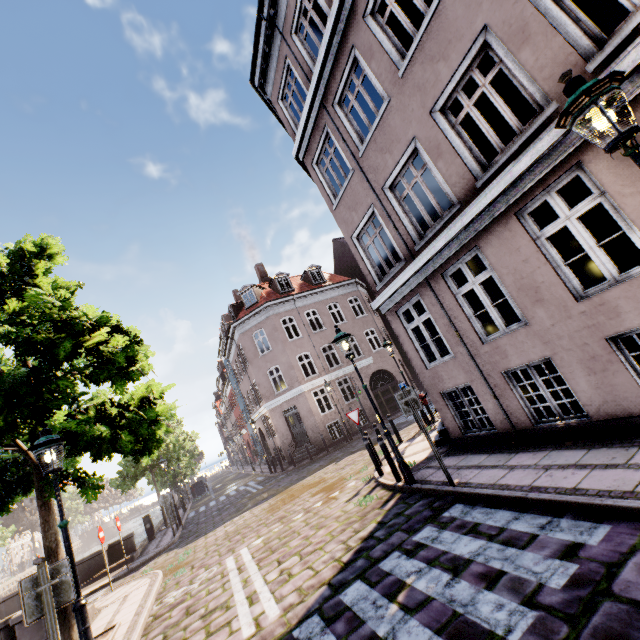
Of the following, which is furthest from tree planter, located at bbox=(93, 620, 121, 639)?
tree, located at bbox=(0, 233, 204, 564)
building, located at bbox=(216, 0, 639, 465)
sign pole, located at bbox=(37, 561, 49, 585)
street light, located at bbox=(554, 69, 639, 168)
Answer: building, located at bbox=(216, 0, 639, 465)

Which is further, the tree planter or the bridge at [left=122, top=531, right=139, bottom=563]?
the bridge at [left=122, top=531, right=139, bottom=563]

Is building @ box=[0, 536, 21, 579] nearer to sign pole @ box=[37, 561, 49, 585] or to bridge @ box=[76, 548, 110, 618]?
sign pole @ box=[37, 561, 49, 585]

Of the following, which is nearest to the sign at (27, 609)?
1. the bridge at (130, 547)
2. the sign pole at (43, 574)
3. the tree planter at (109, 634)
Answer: the sign pole at (43, 574)

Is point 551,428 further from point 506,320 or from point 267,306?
point 267,306

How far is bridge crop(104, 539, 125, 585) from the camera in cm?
1296

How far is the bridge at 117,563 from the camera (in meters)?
12.96

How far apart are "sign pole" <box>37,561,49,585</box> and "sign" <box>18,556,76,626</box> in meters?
0.0
